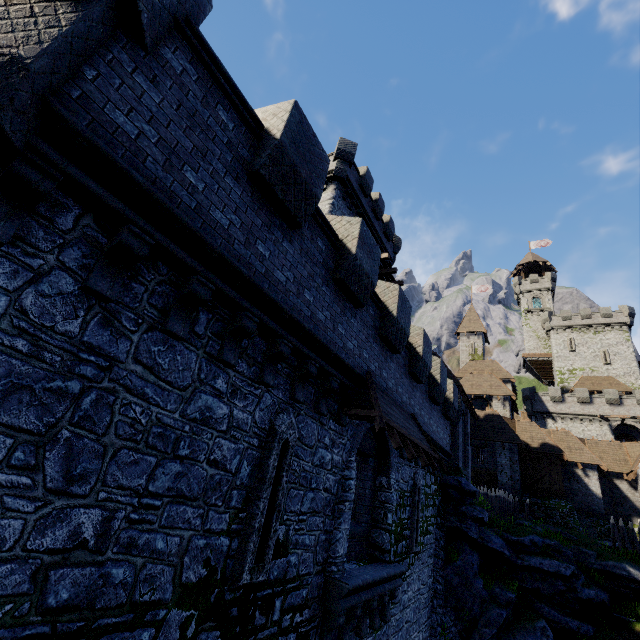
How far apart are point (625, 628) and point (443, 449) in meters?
15.8

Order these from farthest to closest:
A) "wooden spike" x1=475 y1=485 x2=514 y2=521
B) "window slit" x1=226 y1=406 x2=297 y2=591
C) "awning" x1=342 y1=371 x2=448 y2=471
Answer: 1. "wooden spike" x1=475 y1=485 x2=514 y2=521
2. "awning" x1=342 y1=371 x2=448 y2=471
3. "window slit" x1=226 y1=406 x2=297 y2=591

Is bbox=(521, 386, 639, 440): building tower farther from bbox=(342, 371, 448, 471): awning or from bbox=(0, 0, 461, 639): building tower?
bbox=(342, 371, 448, 471): awning

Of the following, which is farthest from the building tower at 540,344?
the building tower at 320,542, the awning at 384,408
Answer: the awning at 384,408

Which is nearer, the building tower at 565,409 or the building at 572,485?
the building at 572,485

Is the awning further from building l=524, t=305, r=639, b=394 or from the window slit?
building l=524, t=305, r=639, b=394

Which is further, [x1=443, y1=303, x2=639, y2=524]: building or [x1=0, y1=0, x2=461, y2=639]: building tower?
[x1=443, y1=303, x2=639, y2=524]: building

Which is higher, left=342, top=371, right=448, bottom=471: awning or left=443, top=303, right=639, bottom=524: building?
left=443, top=303, right=639, bottom=524: building
